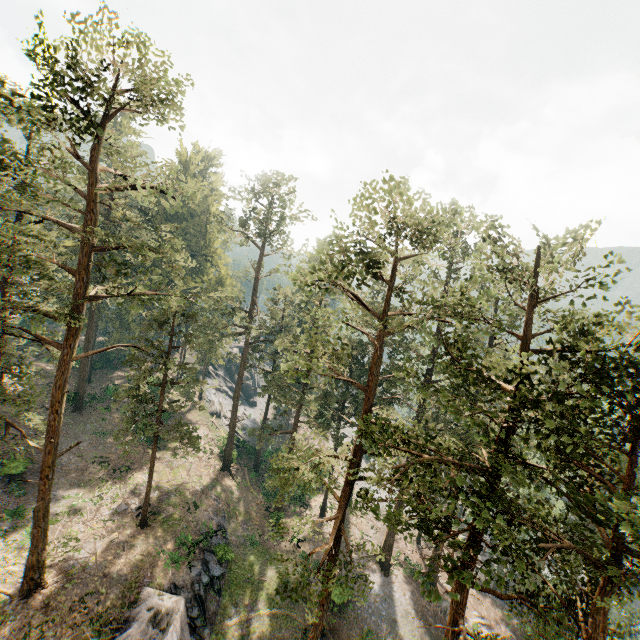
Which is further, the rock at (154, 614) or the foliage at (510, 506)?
the rock at (154, 614)

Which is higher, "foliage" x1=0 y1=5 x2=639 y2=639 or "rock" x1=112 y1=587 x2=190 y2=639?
"foliage" x1=0 y1=5 x2=639 y2=639

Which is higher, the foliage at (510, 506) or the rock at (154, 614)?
the foliage at (510, 506)

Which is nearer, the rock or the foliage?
the foliage

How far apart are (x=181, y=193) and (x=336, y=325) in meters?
19.5
